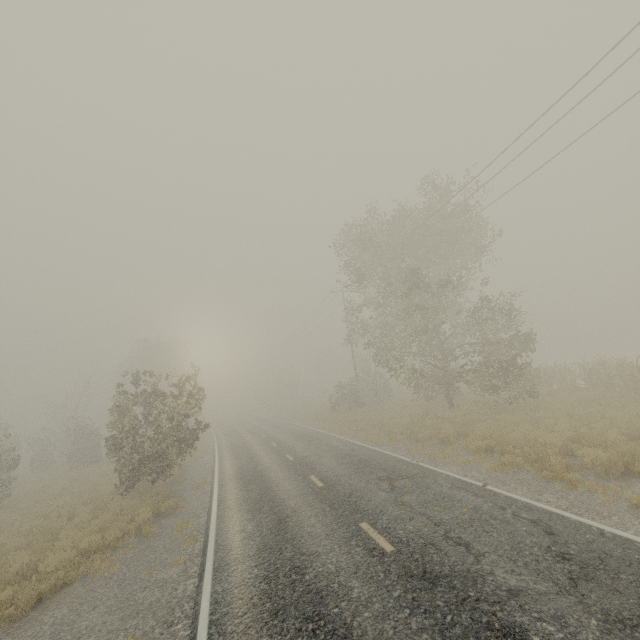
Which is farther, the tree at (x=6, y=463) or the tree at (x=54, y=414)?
the tree at (x=6, y=463)

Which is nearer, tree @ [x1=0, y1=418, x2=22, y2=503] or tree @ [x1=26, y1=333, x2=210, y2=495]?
tree @ [x1=26, y1=333, x2=210, y2=495]

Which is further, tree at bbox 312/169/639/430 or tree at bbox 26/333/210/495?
tree at bbox 312/169/639/430

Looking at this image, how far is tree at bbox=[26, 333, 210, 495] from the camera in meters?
14.6

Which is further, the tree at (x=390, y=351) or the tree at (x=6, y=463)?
the tree at (x=6, y=463)

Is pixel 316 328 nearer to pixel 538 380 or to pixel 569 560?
pixel 538 380

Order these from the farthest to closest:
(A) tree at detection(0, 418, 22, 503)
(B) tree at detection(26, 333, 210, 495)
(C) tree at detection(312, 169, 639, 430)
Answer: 1. (A) tree at detection(0, 418, 22, 503)
2. (C) tree at detection(312, 169, 639, 430)
3. (B) tree at detection(26, 333, 210, 495)
